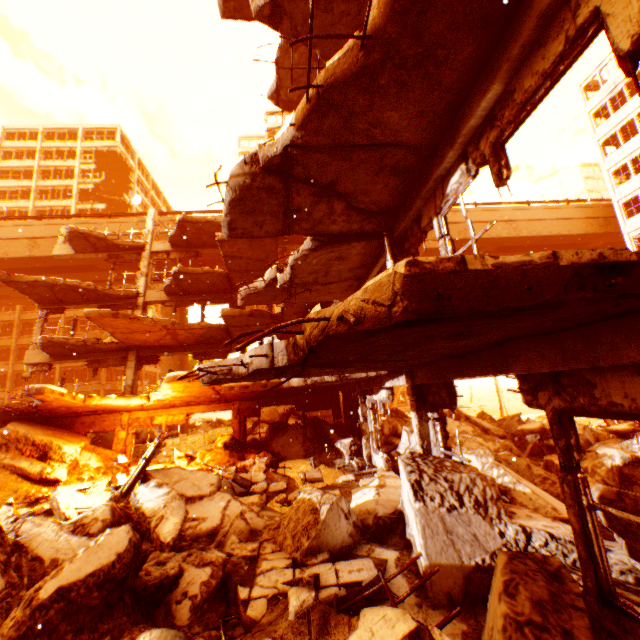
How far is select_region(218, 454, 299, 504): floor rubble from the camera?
9.2m

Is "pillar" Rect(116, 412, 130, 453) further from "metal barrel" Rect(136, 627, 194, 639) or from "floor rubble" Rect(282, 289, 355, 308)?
"metal barrel" Rect(136, 627, 194, 639)

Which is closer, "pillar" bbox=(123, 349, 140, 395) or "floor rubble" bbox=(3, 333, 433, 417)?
"floor rubble" bbox=(3, 333, 433, 417)

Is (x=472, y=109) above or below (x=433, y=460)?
above

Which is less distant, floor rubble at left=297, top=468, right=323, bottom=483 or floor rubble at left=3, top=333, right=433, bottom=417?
floor rubble at left=3, top=333, right=433, bottom=417

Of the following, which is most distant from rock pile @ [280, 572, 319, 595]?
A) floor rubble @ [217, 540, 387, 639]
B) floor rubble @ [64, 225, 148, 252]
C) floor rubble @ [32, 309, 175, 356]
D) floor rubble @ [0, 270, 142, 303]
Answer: floor rubble @ [64, 225, 148, 252]

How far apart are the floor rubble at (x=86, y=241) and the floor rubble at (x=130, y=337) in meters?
5.6

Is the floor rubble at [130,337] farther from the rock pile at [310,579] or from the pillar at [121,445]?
the rock pile at [310,579]
